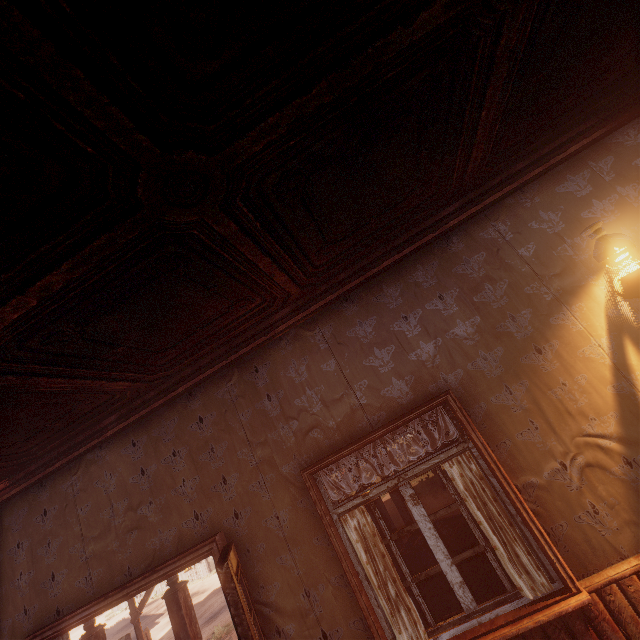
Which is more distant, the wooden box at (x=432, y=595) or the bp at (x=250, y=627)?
the wooden box at (x=432, y=595)

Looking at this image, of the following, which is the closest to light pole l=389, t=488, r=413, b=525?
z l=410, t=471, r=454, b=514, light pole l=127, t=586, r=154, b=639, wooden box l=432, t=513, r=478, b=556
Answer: z l=410, t=471, r=454, b=514

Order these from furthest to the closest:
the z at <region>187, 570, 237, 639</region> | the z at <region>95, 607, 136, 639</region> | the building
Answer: the z at <region>95, 607, 136, 639</region>, the z at <region>187, 570, 237, 639</region>, the building

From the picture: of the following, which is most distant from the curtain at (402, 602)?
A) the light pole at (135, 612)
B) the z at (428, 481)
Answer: the light pole at (135, 612)

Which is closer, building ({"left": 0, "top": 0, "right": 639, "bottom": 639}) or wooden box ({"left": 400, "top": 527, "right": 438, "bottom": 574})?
building ({"left": 0, "top": 0, "right": 639, "bottom": 639})

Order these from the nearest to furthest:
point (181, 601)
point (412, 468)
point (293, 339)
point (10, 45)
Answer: point (10, 45) < point (412, 468) < point (293, 339) < point (181, 601)

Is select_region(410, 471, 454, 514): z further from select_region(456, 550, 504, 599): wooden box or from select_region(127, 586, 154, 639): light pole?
select_region(127, 586, 154, 639): light pole

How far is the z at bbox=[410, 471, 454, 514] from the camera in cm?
1103
